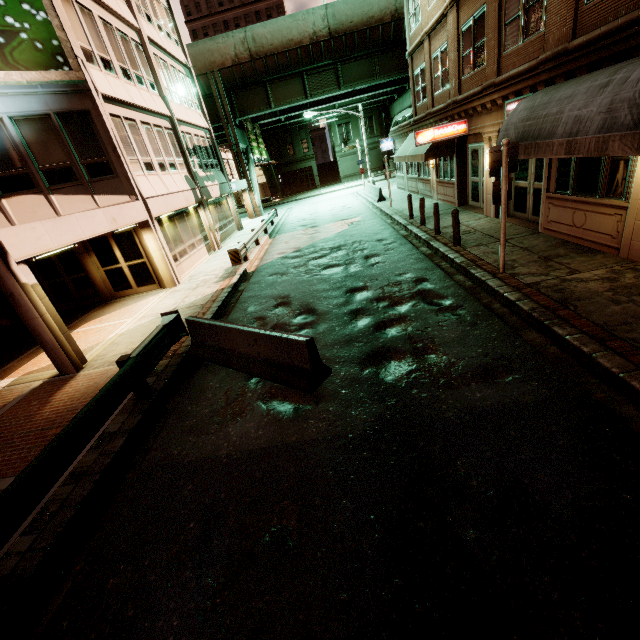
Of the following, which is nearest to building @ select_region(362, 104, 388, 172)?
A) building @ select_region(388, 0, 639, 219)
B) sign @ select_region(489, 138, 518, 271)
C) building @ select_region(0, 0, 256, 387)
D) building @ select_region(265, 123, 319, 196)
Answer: building @ select_region(265, 123, 319, 196)

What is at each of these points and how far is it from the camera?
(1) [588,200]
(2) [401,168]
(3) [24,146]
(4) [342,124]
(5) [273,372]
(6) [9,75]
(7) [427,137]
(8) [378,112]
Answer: (1) building, 8.3m
(2) building, 26.8m
(3) building, 10.6m
(4) building, 48.1m
(5) barrier, 6.3m
(6) sign, 9.8m
(7) sign, 14.0m
(8) building, 47.5m

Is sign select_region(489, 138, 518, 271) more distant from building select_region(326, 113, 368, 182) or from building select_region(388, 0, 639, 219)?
building select_region(326, 113, 368, 182)

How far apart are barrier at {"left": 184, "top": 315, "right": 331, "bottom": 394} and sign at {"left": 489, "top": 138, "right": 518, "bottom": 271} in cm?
533

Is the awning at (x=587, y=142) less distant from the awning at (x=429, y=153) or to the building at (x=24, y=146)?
the awning at (x=429, y=153)

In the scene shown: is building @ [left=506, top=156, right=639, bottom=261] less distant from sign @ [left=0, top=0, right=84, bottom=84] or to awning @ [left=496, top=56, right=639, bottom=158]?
awning @ [left=496, top=56, right=639, bottom=158]

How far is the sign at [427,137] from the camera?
13.8m

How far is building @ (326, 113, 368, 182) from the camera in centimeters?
4800cm
